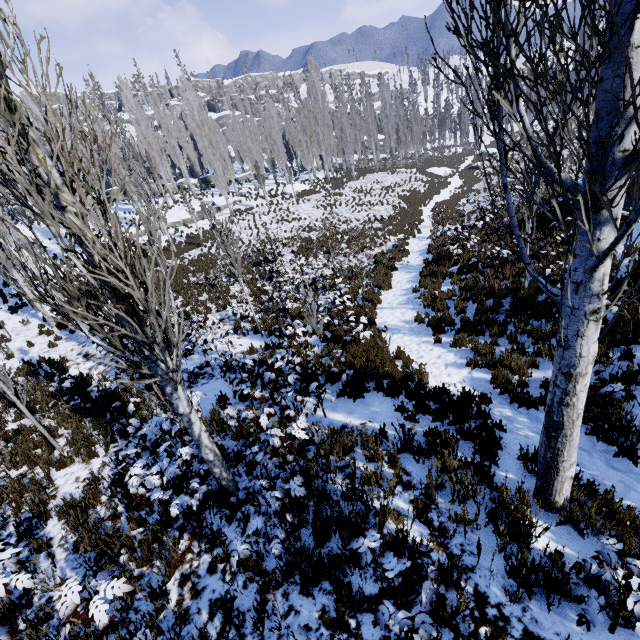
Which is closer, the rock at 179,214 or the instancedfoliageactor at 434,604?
the instancedfoliageactor at 434,604

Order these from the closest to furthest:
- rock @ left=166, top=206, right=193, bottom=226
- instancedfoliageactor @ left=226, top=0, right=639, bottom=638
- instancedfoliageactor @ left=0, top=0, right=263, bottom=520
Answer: instancedfoliageactor @ left=226, top=0, right=639, bottom=638
instancedfoliageactor @ left=0, top=0, right=263, bottom=520
rock @ left=166, top=206, right=193, bottom=226

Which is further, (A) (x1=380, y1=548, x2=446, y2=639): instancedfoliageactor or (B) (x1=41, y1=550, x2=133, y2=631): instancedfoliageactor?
(B) (x1=41, y1=550, x2=133, y2=631): instancedfoliageactor

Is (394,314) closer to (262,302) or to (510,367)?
(510,367)

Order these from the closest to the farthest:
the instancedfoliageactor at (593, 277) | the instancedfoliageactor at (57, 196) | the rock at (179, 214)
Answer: the instancedfoliageactor at (593, 277) < the instancedfoliageactor at (57, 196) < the rock at (179, 214)

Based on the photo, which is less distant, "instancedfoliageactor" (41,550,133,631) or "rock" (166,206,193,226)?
"instancedfoliageactor" (41,550,133,631)

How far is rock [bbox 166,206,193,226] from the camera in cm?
3200
